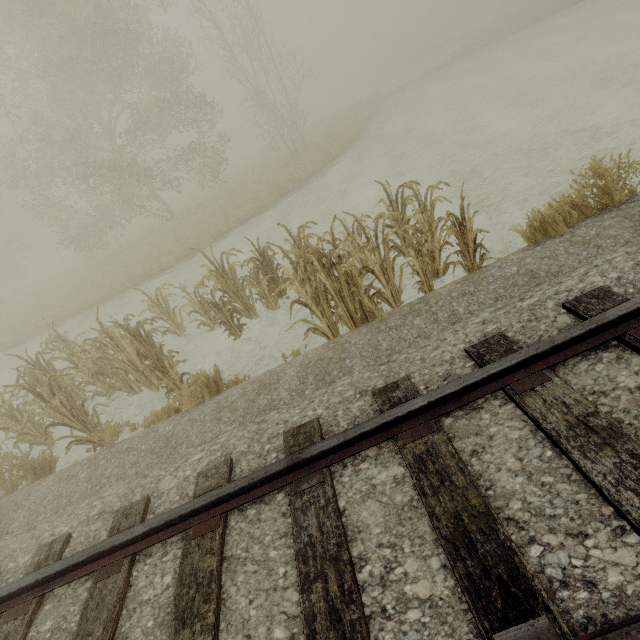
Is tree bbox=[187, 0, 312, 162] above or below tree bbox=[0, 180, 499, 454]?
above

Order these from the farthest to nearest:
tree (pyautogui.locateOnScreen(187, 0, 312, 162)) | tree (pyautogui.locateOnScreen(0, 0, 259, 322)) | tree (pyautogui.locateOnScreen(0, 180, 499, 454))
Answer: tree (pyautogui.locateOnScreen(187, 0, 312, 162)) → tree (pyautogui.locateOnScreen(0, 0, 259, 322)) → tree (pyautogui.locateOnScreen(0, 180, 499, 454))

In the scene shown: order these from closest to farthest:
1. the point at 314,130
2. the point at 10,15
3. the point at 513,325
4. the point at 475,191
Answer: the point at 513,325 < the point at 475,191 < the point at 10,15 < the point at 314,130

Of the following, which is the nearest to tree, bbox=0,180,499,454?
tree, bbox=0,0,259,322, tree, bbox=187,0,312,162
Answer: tree, bbox=0,0,259,322

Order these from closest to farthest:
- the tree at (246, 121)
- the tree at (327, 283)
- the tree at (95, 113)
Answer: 1. the tree at (327, 283)
2. the tree at (95, 113)
3. the tree at (246, 121)

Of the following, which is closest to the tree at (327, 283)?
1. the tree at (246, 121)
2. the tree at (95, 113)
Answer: the tree at (95, 113)

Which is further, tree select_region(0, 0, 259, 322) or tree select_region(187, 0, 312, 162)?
tree select_region(187, 0, 312, 162)
